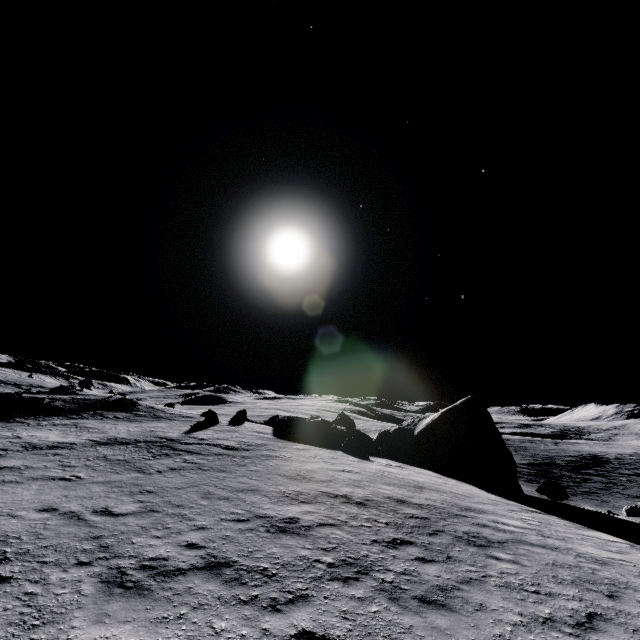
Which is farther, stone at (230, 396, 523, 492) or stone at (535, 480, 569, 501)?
stone at (230, 396, 523, 492)

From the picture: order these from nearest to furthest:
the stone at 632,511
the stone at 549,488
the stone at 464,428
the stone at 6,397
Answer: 1. the stone at 632,511
2. the stone at 549,488
3. the stone at 464,428
4. the stone at 6,397

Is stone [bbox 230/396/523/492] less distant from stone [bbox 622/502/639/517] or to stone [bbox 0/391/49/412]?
stone [bbox 622/502/639/517]

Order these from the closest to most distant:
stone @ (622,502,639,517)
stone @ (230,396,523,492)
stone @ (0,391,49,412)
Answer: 1. stone @ (622,502,639,517)
2. stone @ (230,396,523,492)
3. stone @ (0,391,49,412)

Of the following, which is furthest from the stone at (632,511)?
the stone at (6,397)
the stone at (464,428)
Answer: the stone at (6,397)

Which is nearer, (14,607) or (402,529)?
(14,607)

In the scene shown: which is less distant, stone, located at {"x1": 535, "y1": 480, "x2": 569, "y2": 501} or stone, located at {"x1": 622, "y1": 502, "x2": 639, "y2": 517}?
stone, located at {"x1": 622, "y1": 502, "x2": 639, "y2": 517}
